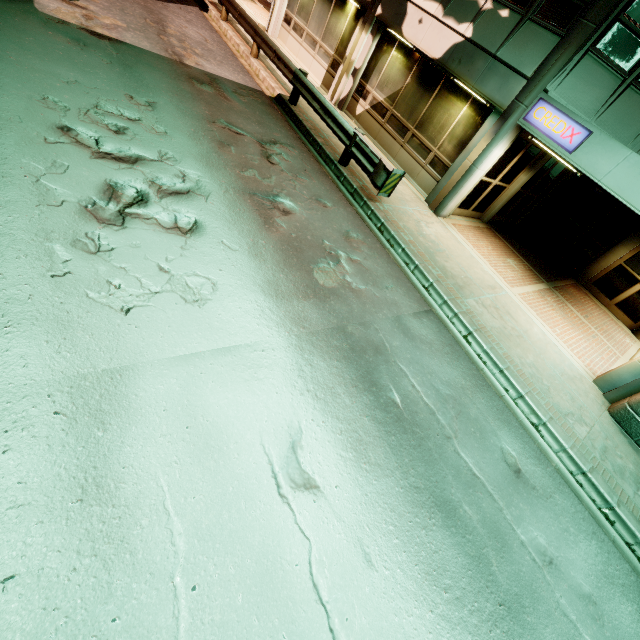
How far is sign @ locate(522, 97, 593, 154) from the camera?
7.4 meters

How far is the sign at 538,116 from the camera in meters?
7.4 m

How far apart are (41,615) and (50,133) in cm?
609
